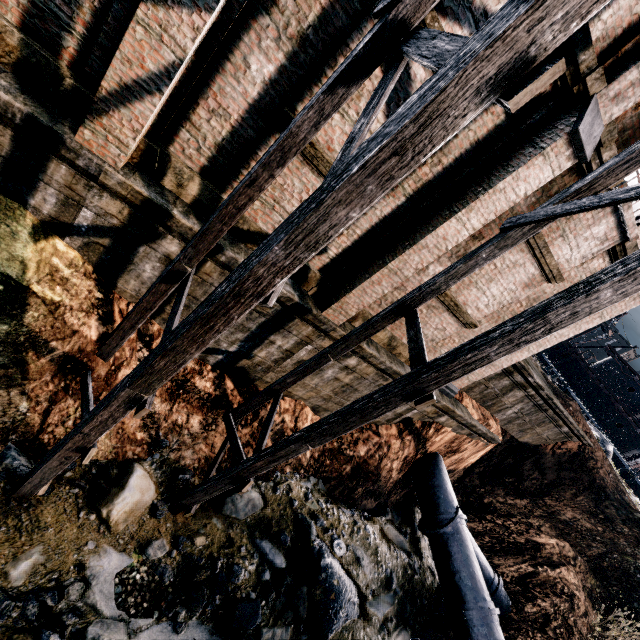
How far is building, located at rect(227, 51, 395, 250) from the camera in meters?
5.7 m

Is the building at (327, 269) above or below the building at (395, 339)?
above

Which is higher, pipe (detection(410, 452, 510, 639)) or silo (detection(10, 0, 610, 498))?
silo (detection(10, 0, 610, 498))

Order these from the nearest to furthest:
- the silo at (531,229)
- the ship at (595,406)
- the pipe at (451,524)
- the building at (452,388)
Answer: the silo at (531,229) < the building at (452,388) < the pipe at (451,524) < the ship at (595,406)

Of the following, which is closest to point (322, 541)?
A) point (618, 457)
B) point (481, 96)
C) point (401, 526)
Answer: point (401, 526)

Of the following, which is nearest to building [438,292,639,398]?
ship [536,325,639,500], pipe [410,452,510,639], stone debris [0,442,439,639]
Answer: pipe [410,452,510,639]

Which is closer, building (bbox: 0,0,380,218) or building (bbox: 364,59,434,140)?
building (bbox: 0,0,380,218)

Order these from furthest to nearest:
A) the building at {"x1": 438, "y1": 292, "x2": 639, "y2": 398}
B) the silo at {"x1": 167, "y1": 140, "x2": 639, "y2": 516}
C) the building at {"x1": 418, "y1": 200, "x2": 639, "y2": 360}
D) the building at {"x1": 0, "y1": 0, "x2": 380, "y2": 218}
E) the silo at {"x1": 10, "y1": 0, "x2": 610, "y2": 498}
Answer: the building at {"x1": 438, "y1": 292, "x2": 639, "y2": 398}
the building at {"x1": 418, "y1": 200, "x2": 639, "y2": 360}
the building at {"x1": 0, "y1": 0, "x2": 380, "y2": 218}
the silo at {"x1": 167, "y1": 140, "x2": 639, "y2": 516}
the silo at {"x1": 10, "y1": 0, "x2": 610, "y2": 498}
